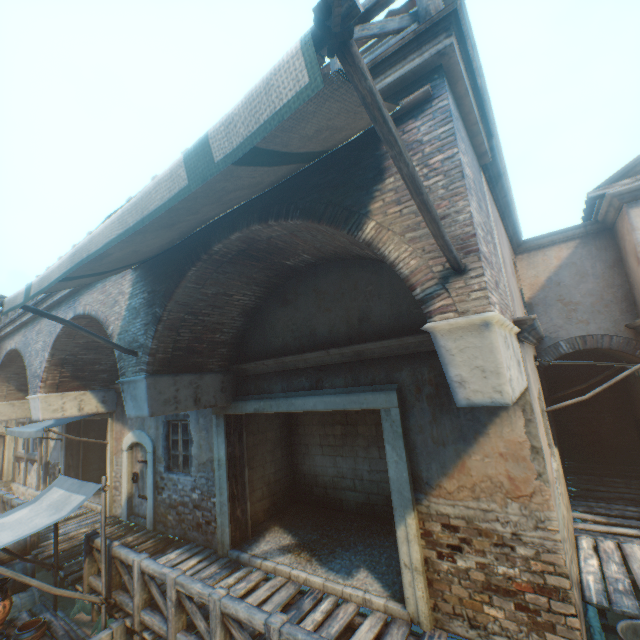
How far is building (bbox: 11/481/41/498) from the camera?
14.1 meters

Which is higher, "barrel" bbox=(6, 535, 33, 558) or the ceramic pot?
"barrel" bbox=(6, 535, 33, 558)

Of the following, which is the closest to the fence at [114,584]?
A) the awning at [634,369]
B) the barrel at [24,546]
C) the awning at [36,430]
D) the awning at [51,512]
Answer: the awning at [51,512]

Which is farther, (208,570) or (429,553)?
(208,570)

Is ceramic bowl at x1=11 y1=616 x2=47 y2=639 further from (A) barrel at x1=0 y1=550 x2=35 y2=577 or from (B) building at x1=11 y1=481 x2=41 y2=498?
(B) building at x1=11 y1=481 x2=41 y2=498

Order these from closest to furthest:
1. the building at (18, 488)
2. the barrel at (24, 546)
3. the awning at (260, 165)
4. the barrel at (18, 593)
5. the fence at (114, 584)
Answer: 1. the awning at (260, 165)
2. the fence at (114, 584)
3. the barrel at (18, 593)
4. the barrel at (24, 546)
5. the building at (18, 488)

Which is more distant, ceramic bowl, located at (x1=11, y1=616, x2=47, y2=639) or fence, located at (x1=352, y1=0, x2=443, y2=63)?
ceramic bowl, located at (x1=11, y1=616, x2=47, y2=639)

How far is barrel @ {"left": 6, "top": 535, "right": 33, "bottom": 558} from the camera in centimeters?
709cm
